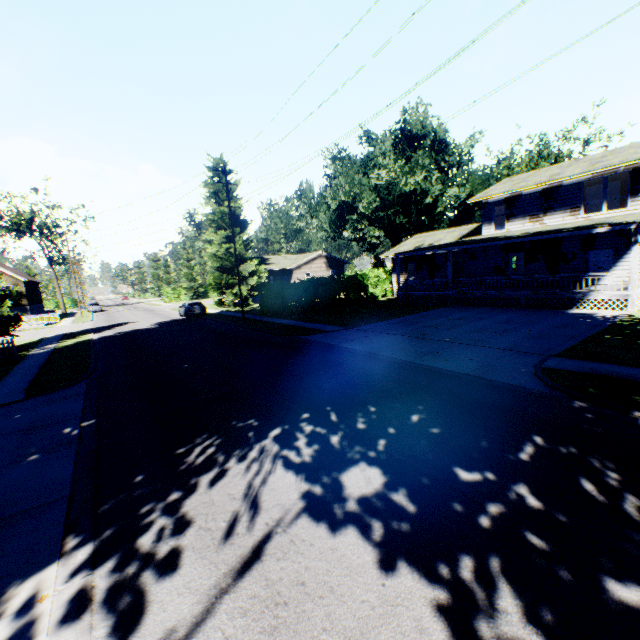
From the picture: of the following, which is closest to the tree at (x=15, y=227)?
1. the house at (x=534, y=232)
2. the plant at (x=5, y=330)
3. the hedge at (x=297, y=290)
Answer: the plant at (x=5, y=330)

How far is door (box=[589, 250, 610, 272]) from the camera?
20.3m

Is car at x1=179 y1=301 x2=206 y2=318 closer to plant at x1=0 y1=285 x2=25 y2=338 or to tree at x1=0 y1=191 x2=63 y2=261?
plant at x1=0 y1=285 x2=25 y2=338

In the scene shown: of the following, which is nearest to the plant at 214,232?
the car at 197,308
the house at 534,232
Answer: the house at 534,232

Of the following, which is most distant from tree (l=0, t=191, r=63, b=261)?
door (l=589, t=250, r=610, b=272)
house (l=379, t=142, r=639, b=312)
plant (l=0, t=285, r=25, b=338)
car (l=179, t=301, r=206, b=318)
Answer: door (l=589, t=250, r=610, b=272)

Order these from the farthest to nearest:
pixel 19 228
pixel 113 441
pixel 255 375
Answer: pixel 19 228, pixel 255 375, pixel 113 441

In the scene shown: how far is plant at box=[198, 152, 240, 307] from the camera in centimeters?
3747cm

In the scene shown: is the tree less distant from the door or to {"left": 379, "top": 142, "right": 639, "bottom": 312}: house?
{"left": 379, "top": 142, "right": 639, "bottom": 312}: house
